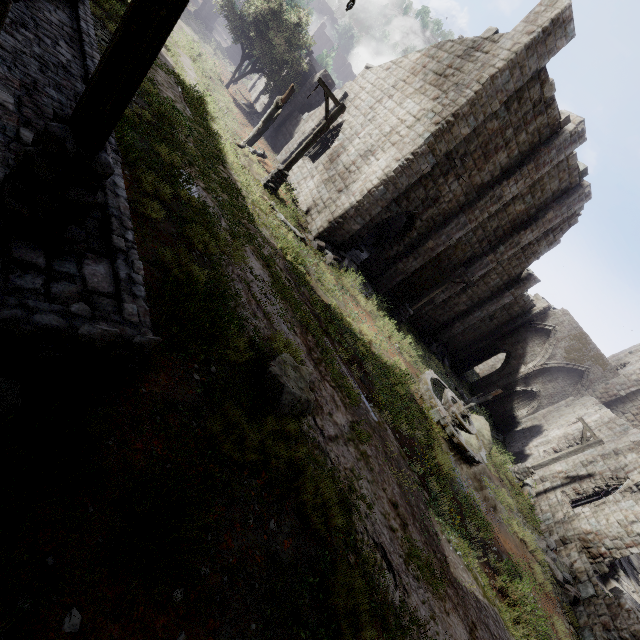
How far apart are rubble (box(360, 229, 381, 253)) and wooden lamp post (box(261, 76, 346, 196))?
→ 10.8m

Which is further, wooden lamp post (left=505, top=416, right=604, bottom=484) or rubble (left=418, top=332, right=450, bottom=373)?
rubble (left=418, top=332, right=450, bottom=373)

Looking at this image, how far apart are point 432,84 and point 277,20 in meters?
17.0 m

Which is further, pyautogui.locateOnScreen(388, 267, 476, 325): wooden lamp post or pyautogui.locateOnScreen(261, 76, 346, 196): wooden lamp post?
pyautogui.locateOnScreen(388, 267, 476, 325): wooden lamp post

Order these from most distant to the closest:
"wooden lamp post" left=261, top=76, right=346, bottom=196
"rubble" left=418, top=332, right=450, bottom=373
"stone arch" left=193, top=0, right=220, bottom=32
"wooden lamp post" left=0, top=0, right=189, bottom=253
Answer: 1. "stone arch" left=193, top=0, right=220, bottom=32
2. "rubble" left=418, top=332, right=450, bottom=373
3. "wooden lamp post" left=261, top=76, right=346, bottom=196
4. "wooden lamp post" left=0, top=0, right=189, bottom=253

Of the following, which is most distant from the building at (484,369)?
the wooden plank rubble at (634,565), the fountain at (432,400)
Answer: the fountain at (432,400)

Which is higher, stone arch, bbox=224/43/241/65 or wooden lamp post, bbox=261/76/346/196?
wooden lamp post, bbox=261/76/346/196

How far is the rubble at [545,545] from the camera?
11.23m
